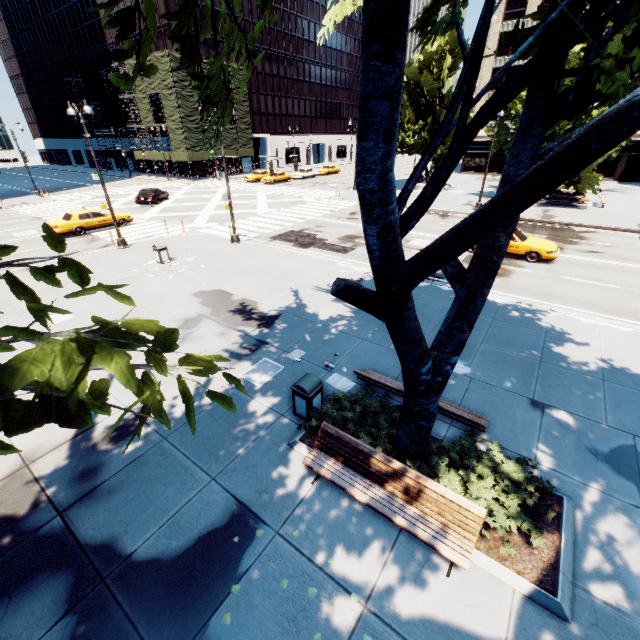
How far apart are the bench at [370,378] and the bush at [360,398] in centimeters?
2cm

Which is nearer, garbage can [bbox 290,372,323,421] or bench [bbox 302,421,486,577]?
bench [bbox 302,421,486,577]

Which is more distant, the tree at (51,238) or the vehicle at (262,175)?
the vehicle at (262,175)

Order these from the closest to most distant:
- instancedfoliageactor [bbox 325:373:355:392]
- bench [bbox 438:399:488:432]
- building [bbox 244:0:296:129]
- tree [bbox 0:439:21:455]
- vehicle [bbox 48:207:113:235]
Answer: tree [bbox 0:439:21:455] → bench [bbox 438:399:488:432] → instancedfoliageactor [bbox 325:373:355:392] → vehicle [bbox 48:207:113:235] → building [bbox 244:0:296:129]

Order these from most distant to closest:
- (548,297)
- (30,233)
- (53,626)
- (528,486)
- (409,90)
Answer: (409,90) < (30,233) < (548,297) < (528,486) < (53,626)

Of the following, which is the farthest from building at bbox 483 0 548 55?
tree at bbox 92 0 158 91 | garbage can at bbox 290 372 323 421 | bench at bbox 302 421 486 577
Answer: garbage can at bbox 290 372 323 421

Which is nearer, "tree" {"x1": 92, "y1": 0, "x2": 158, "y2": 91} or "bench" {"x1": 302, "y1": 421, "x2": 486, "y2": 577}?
"tree" {"x1": 92, "y1": 0, "x2": 158, "y2": 91}

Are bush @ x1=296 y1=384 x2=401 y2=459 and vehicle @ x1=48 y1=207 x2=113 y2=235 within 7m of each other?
no
